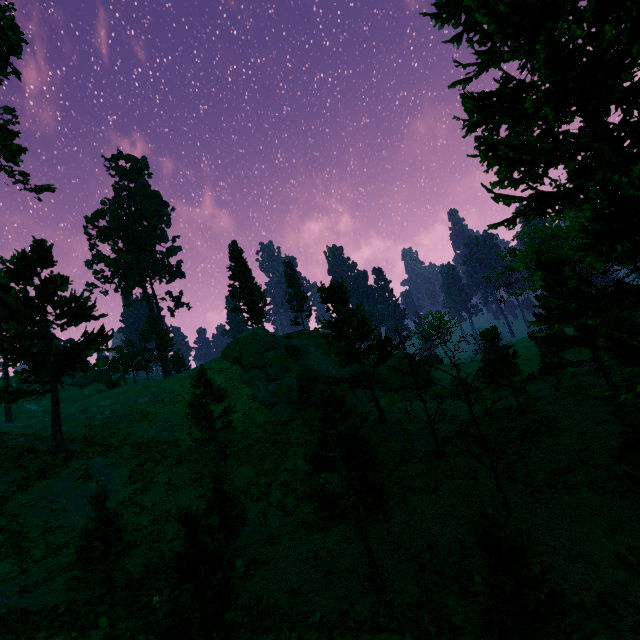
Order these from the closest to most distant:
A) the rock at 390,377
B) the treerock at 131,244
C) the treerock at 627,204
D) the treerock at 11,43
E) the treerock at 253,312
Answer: the treerock at 627,204 → the treerock at 131,244 → the treerock at 11,43 → the rock at 390,377 → the treerock at 253,312

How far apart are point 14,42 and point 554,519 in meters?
47.9 m

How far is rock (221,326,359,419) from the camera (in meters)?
32.72

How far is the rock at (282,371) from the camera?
32.7m

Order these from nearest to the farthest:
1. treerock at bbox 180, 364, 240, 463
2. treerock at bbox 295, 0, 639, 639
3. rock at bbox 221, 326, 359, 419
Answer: treerock at bbox 295, 0, 639, 639
treerock at bbox 180, 364, 240, 463
rock at bbox 221, 326, 359, 419

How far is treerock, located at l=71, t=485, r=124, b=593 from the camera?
11.7m

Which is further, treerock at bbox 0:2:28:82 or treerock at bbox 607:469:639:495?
treerock at bbox 0:2:28:82
